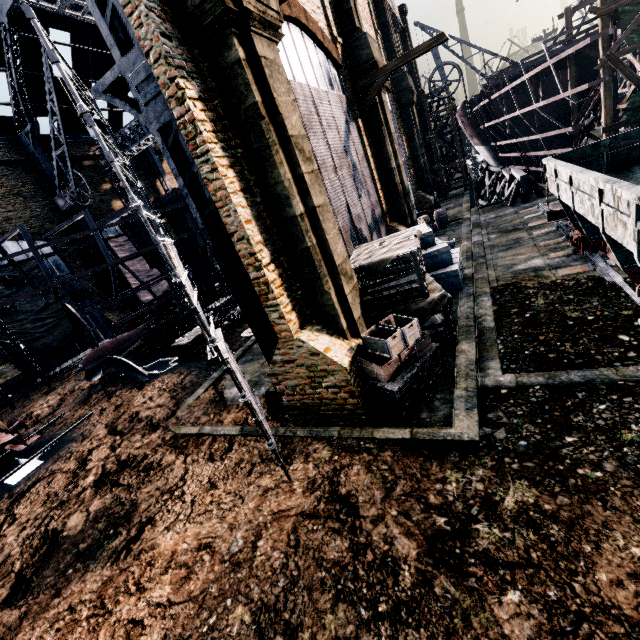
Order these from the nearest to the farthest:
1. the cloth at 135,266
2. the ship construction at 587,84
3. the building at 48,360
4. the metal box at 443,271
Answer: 1. the metal box at 443,271
2. the ship construction at 587,84
3. the building at 48,360
4. the cloth at 135,266

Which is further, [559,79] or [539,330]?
[559,79]

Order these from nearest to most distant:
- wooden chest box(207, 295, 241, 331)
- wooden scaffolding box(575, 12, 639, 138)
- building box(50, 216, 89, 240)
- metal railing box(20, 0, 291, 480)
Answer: metal railing box(20, 0, 291, 480) → wooden scaffolding box(575, 12, 639, 138) → wooden chest box(207, 295, 241, 331) → building box(50, 216, 89, 240)

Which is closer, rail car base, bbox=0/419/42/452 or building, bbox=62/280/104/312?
rail car base, bbox=0/419/42/452

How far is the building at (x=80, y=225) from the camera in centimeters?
2903cm

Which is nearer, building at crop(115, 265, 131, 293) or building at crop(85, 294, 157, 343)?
building at crop(85, 294, 157, 343)

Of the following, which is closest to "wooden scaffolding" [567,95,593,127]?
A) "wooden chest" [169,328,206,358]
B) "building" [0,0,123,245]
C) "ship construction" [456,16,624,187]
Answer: "ship construction" [456,16,624,187]

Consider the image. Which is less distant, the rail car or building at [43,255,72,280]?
the rail car
